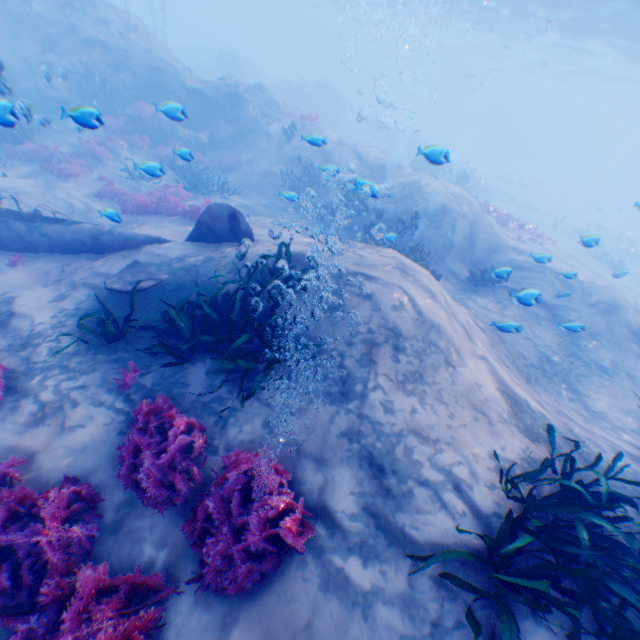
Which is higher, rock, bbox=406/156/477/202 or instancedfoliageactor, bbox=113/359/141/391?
rock, bbox=406/156/477/202

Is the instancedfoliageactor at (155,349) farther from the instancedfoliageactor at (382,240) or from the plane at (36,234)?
the instancedfoliageactor at (382,240)

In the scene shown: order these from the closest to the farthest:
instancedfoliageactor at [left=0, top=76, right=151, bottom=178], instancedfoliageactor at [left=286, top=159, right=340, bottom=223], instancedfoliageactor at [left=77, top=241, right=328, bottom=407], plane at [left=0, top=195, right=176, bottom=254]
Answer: instancedfoliageactor at [left=77, top=241, right=328, bottom=407] < instancedfoliageactor at [left=0, top=76, right=151, bottom=178] < plane at [left=0, top=195, right=176, bottom=254] < instancedfoliageactor at [left=286, top=159, right=340, bottom=223]

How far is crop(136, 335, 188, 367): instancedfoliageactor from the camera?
4.9 meters

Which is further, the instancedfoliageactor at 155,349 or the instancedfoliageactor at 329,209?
the instancedfoliageactor at 329,209

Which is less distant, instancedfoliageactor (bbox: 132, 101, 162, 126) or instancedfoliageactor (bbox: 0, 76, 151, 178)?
instancedfoliageactor (bbox: 0, 76, 151, 178)

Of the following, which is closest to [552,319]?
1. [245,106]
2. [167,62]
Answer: [245,106]

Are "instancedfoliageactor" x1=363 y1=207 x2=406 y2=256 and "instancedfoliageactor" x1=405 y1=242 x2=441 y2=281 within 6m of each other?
yes
